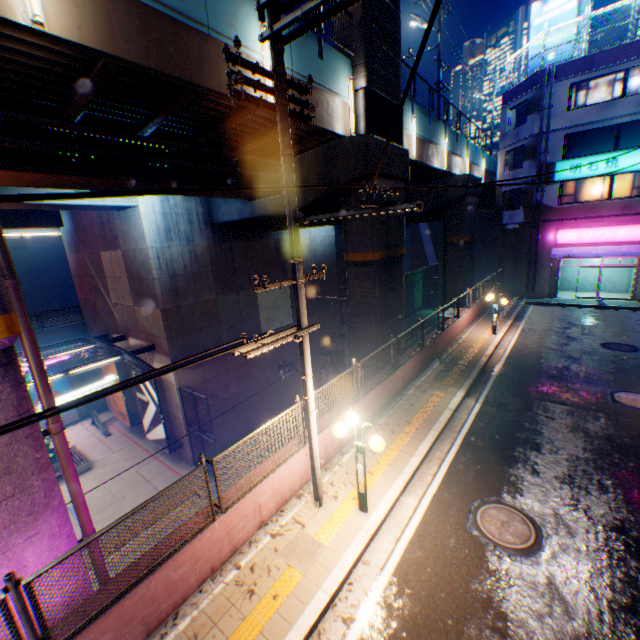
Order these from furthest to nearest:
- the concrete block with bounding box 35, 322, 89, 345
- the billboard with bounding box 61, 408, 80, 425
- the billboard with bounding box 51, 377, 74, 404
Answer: the billboard with bounding box 61, 408, 80, 425 → the billboard with bounding box 51, 377, 74, 404 → the concrete block with bounding box 35, 322, 89, 345

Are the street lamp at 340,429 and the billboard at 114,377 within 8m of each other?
no

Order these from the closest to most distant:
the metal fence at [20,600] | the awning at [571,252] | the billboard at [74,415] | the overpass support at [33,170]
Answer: the metal fence at [20,600] < the overpass support at [33,170] < the awning at [571,252] < the billboard at [74,415]

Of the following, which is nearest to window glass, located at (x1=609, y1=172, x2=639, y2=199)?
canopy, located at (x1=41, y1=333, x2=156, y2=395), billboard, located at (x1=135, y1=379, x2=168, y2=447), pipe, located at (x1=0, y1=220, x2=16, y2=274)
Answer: canopy, located at (x1=41, y1=333, x2=156, y2=395)

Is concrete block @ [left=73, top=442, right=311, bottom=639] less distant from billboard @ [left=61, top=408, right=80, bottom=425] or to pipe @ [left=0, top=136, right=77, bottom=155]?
pipe @ [left=0, top=136, right=77, bottom=155]

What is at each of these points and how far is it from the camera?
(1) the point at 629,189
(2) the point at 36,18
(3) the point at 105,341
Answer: (1) window glass, 21.0m
(2) street lamp, 4.9m
(3) canopy, 17.9m

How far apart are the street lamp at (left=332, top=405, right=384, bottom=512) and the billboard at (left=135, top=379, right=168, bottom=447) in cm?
1300

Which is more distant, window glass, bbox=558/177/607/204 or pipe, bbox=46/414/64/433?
window glass, bbox=558/177/607/204
